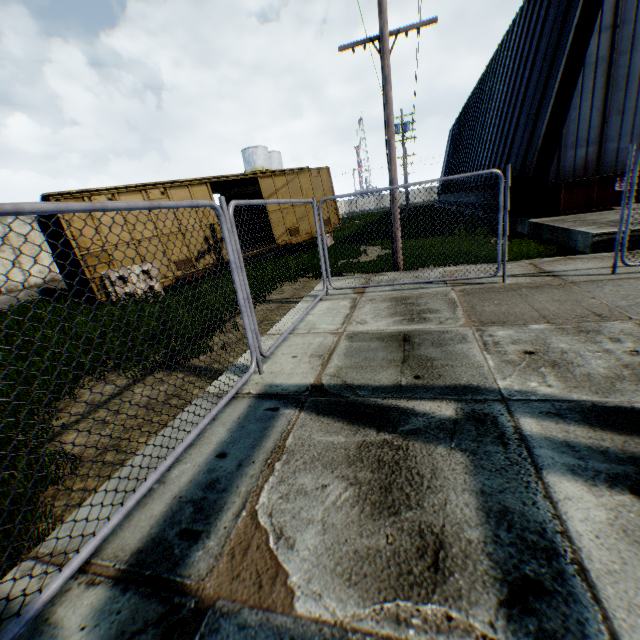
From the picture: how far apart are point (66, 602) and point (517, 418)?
3.4 meters

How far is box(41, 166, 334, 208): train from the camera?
10.2 meters

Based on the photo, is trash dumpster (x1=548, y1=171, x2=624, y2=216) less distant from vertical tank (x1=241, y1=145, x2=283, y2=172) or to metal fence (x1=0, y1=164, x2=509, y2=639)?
metal fence (x1=0, y1=164, x2=509, y2=639)

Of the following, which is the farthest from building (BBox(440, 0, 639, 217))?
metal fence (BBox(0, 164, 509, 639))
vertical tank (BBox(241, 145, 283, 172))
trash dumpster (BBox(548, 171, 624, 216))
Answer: vertical tank (BBox(241, 145, 283, 172))

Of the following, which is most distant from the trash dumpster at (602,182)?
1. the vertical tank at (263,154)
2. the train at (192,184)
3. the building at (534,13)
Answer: the vertical tank at (263,154)

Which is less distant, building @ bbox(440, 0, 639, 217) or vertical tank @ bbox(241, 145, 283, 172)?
building @ bbox(440, 0, 639, 217)

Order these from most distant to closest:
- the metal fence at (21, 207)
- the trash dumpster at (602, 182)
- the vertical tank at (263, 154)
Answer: the vertical tank at (263, 154)
the trash dumpster at (602, 182)
the metal fence at (21, 207)

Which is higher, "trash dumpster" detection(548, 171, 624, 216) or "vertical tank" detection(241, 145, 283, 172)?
"vertical tank" detection(241, 145, 283, 172)
